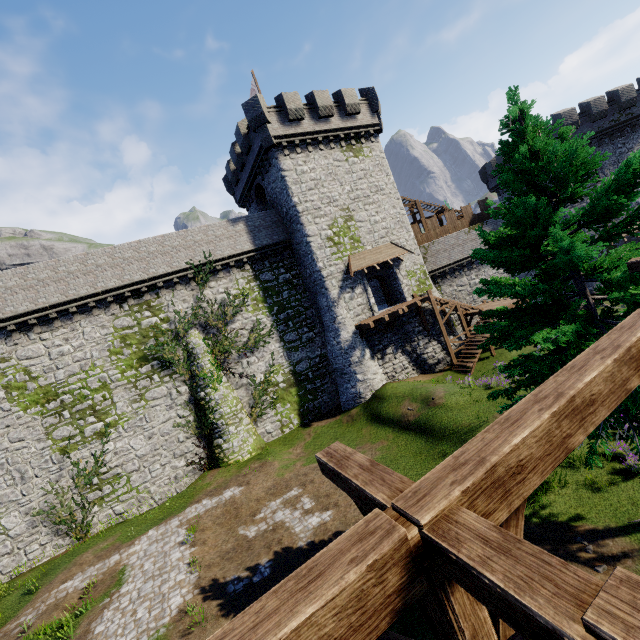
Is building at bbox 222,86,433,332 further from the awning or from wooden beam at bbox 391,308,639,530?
wooden beam at bbox 391,308,639,530

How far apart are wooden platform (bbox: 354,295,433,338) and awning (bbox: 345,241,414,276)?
3.09m

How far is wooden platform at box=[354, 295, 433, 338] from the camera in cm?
2270

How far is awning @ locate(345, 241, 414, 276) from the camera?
23.8m

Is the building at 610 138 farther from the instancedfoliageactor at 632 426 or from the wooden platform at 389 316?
the instancedfoliageactor at 632 426

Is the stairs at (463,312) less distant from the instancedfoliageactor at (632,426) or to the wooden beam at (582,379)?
the instancedfoliageactor at (632,426)

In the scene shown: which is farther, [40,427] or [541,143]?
[40,427]

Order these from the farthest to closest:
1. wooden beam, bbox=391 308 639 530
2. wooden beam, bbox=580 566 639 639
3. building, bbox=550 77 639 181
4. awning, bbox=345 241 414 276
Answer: building, bbox=550 77 639 181 < awning, bbox=345 241 414 276 < wooden beam, bbox=391 308 639 530 < wooden beam, bbox=580 566 639 639
